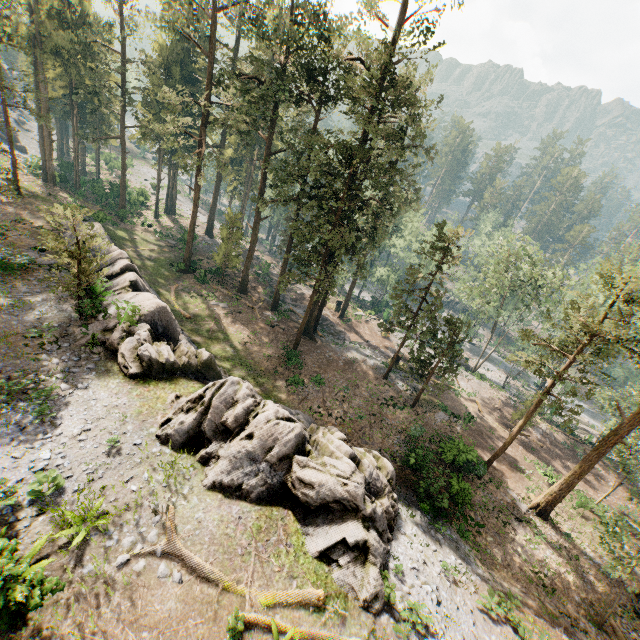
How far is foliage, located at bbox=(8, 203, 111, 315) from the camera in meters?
17.2 m

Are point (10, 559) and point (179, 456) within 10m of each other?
yes

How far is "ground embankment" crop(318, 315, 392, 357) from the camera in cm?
3888

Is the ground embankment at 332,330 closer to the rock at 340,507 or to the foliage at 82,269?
the foliage at 82,269

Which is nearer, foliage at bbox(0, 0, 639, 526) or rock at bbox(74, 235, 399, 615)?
rock at bbox(74, 235, 399, 615)

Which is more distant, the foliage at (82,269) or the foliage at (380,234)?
the foliage at (380,234)

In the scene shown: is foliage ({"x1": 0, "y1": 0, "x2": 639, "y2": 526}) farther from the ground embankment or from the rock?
the rock

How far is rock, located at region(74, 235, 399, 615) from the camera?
13.38m
